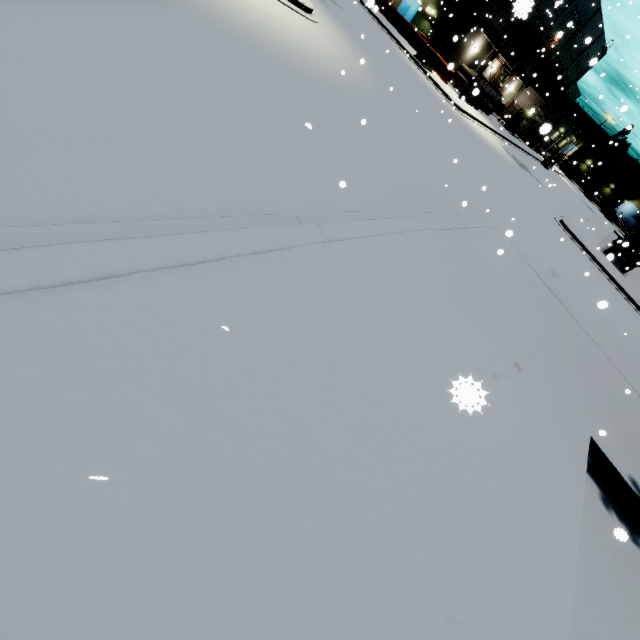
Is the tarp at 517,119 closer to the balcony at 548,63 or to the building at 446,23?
the building at 446,23

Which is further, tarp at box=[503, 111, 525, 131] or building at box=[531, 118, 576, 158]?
tarp at box=[503, 111, 525, 131]

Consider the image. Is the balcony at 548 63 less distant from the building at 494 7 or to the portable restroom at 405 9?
the building at 494 7

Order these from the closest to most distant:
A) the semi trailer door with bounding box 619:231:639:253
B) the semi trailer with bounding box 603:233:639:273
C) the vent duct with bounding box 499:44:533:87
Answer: the semi trailer door with bounding box 619:231:639:253, the semi trailer with bounding box 603:233:639:273, the vent duct with bounding box 499:44:533:87

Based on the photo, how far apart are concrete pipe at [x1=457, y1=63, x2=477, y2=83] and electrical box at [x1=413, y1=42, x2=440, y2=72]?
13.7m

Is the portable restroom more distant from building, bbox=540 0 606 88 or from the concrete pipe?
the concrete pipe

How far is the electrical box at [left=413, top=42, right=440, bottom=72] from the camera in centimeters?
2530cm

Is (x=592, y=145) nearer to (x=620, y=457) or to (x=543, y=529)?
(x=620, y=457)
